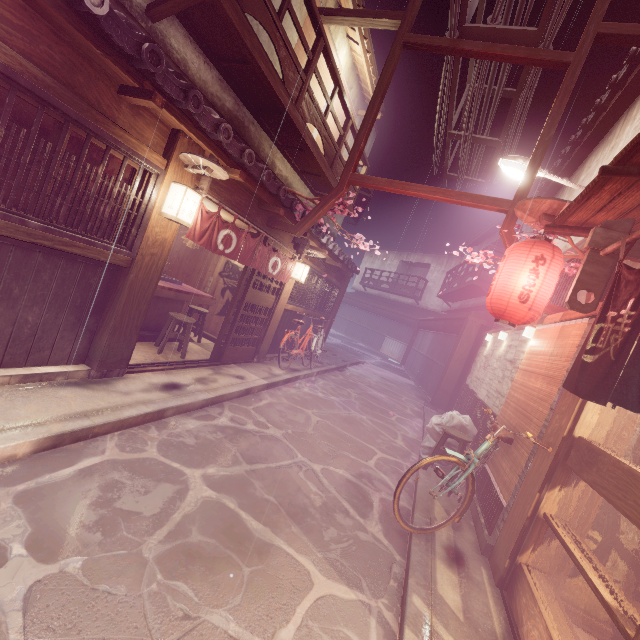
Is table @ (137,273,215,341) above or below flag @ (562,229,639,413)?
below

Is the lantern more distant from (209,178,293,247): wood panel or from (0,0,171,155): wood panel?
(0,0,171,155): wood panel

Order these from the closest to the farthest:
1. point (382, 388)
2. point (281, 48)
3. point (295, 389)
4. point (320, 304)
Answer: point (281, 48) → point (295, 389) → point (320, 304) → point (382, 388)

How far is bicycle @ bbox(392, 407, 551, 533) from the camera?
5.97m

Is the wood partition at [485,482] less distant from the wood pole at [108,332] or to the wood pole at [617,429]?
the wood pole at [617,429]

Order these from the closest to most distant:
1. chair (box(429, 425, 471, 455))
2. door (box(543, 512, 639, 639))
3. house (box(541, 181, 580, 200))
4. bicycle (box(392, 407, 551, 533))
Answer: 1. door (box(543, 512, 639, 639))
2. bicycle (box(392, 407, 551, 533))
3. chair (box(429, 425, 471, 455))
4. house (box(541, 181, 580, 200))

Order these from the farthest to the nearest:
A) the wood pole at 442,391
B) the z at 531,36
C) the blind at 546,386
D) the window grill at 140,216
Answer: the wood pole at 442,391 → the z at 531,36 → the blind at 546,386 → the window grill at 140,216

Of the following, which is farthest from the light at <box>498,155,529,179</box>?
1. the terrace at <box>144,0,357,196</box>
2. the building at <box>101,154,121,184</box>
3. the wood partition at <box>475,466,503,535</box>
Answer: the building at <box>101,154,121,184</box>
